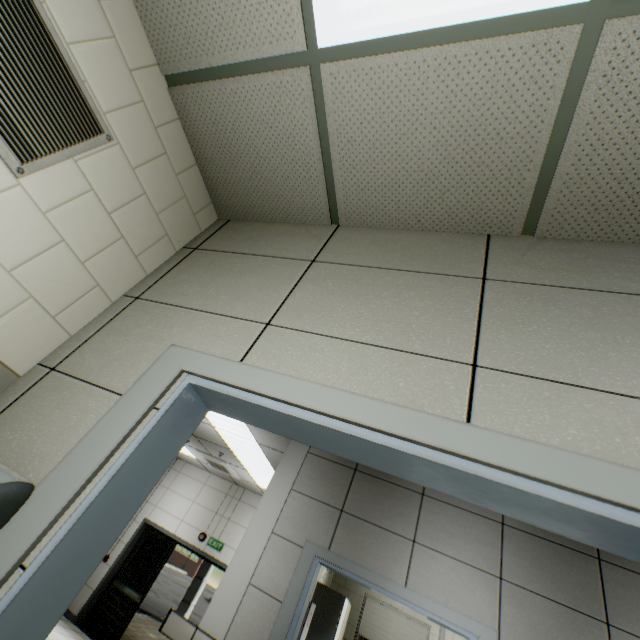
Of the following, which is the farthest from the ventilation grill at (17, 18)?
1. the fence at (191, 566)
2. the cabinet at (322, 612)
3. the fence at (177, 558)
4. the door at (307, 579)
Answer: the fence at (191, 566)

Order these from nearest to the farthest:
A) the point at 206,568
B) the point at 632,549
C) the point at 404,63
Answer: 1. the point at 632,549
2. the point at 404,63
3. the point at 206,568

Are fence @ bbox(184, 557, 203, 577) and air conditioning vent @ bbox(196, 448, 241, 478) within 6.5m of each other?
no

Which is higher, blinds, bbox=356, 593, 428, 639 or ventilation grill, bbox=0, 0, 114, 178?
ventilation grill, bbox=0, 0, 114, 178

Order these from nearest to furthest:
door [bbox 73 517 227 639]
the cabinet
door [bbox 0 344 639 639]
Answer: door [bbox 0 344 639 639] < the cabinet < door [bbox 73 517 227 639]

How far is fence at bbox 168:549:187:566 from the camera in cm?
3494

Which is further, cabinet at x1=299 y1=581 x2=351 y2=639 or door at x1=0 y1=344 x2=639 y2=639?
cabinet at x1=299 y1=581 x2=351 y2=639

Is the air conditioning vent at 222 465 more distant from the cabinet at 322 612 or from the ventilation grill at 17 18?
the ventilation grill at 17 18
